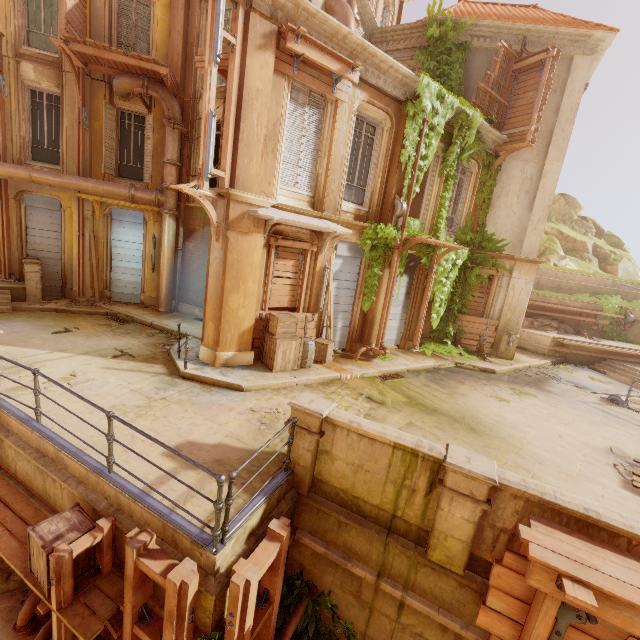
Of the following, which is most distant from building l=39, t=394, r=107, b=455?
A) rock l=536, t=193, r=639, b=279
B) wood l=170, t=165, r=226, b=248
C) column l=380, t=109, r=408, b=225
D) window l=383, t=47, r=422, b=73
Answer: window l=383, t=47, r=422, b=73

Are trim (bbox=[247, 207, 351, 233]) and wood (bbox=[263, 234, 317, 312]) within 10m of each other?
yes

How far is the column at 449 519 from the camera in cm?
402

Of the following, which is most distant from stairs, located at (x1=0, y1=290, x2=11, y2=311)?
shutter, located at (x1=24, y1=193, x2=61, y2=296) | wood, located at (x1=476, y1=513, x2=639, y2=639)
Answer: wood, located at (x1=476, y1=513, x2=639, y2=639)

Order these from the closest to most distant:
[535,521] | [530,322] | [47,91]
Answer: [535,521] < [47,91] < [530,322]

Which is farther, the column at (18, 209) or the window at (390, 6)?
the window at (390, 6)

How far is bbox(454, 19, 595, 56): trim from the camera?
11.97m

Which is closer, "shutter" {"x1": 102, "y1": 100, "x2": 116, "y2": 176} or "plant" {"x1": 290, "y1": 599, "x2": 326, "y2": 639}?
"plant" {"x1": 290, "y1": 599, "x2": 326, "y2": 639}
